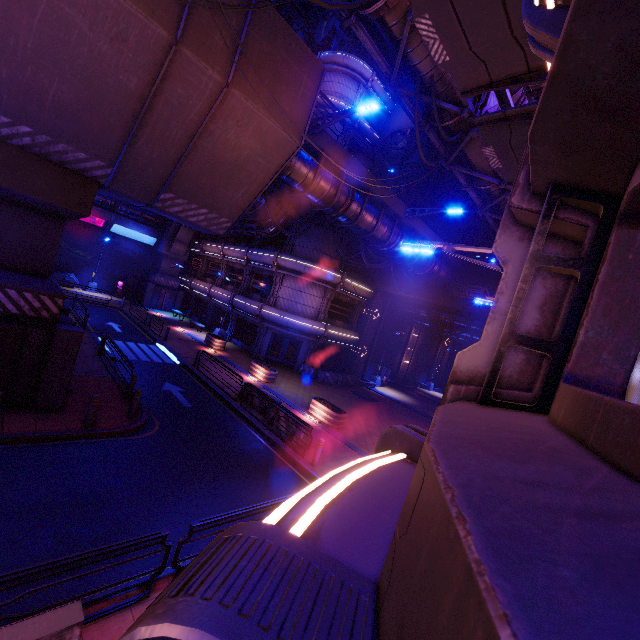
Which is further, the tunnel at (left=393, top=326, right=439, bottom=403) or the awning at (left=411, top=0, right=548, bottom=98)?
the tunnel at (left=393, top=326, right=439, bottom=403)

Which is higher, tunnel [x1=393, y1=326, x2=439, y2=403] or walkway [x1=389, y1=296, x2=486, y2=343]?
walkway [x1=389, y1=296, x2=486, y2=343]

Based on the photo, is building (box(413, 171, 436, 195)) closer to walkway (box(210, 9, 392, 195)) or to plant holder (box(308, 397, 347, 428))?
walkway (box(210, 9, 392, 195))

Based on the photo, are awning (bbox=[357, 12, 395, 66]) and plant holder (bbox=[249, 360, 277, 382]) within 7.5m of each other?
no

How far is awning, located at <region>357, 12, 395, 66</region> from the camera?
14.70m

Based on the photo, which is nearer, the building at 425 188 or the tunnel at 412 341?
the building at 425 188

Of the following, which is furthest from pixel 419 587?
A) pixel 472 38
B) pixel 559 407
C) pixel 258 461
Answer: pixel 258 461

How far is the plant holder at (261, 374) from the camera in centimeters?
2114cm
